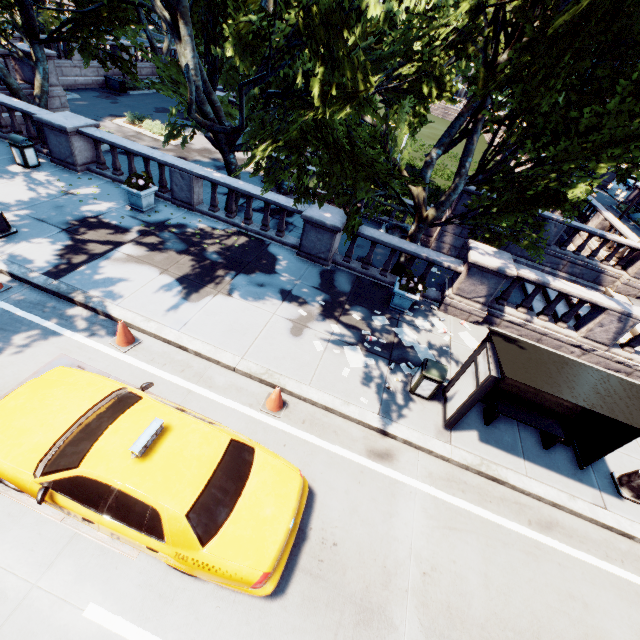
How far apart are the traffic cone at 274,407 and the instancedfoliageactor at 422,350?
4.0 meters

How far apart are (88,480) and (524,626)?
7.10m

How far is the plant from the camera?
10.7 meters

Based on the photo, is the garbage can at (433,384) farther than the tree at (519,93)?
Yes

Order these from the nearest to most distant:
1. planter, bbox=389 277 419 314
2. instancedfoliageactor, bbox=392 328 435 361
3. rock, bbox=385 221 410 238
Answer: instancedfoliageactor, bbox=392 328 435 361 → planter, bbox=389 277 419 314 → rock, bbox=385 221 410 238

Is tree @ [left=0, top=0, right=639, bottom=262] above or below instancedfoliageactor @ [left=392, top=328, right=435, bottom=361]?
above

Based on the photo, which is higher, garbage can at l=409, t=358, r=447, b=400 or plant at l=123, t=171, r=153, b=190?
plant at l=123, t=171, r=153, b=190

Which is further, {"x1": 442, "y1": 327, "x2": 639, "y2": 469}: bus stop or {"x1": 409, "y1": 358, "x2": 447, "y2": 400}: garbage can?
{"x1": 409, "y1": 358, "x2": 447, "y2": 400}: garbage can
